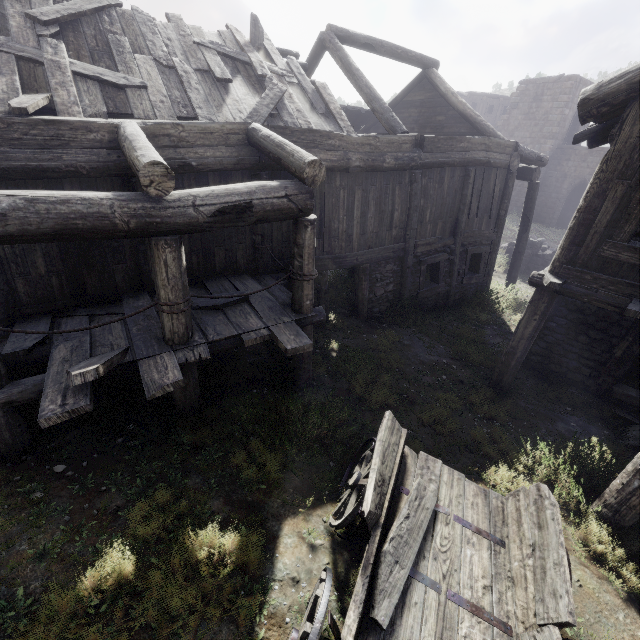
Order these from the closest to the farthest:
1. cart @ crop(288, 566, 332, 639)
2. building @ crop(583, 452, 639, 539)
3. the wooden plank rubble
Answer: cart @ crop(288, 566, 332, 639) < building @ crop(583, 452, 639, 539) < the wooden plank rubble

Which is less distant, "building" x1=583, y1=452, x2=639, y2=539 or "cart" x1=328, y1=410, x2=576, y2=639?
"cart" x1=328, y1=410, x2=576, y2=639

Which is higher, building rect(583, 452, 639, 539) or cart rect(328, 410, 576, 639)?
cart rect(328, 410, 576, 639)

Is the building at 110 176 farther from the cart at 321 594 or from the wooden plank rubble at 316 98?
the cart at 321 594

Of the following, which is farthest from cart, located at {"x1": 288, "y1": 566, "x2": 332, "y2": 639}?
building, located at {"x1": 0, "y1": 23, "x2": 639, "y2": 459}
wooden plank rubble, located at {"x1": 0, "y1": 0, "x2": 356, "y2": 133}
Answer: wooden plank rubble, located at {"x1": 0, "y1": 0, "x2": 356, "y2": 133}

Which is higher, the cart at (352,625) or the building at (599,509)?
the cart at (352,625)

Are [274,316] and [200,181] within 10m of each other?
yes
